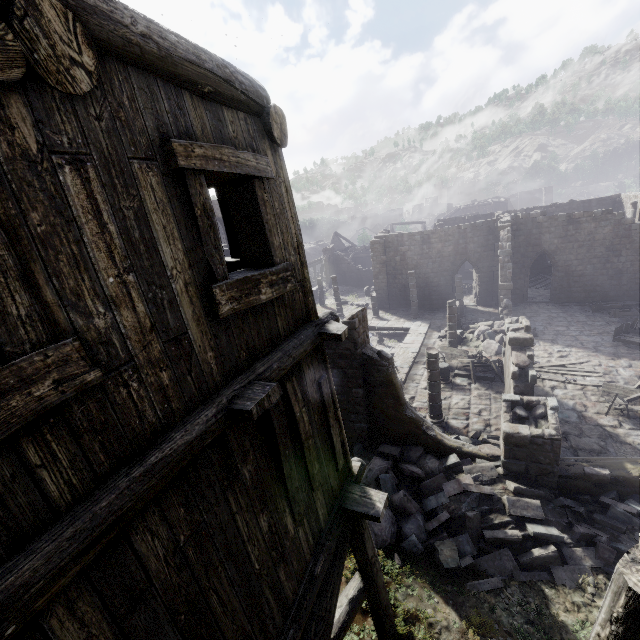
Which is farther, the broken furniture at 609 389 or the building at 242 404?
the broken furniture at 609 389

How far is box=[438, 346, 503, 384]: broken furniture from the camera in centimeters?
1603cm

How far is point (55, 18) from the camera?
1.7 meters

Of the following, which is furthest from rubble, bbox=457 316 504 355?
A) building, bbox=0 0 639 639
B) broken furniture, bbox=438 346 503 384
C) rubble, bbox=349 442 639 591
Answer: rubble, bbox=349 442 639 591

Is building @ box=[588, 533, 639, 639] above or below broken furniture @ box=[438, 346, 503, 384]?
above

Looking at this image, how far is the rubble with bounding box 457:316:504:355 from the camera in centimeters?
1874cm

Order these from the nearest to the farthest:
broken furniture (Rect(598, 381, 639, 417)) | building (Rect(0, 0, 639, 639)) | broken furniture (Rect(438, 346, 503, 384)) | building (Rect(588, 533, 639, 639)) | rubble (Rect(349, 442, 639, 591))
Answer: building (Rect(0, 0, 639, 639)) < building (Rect(588, 533, 639, 639)) < rubble (Rect(349, 442, 639, 591)) < broken furniture (Rect(598, 381, 639, 417)) < broken furniture (Rect(438, 346, 503, 384))

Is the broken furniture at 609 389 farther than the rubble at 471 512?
Yes
